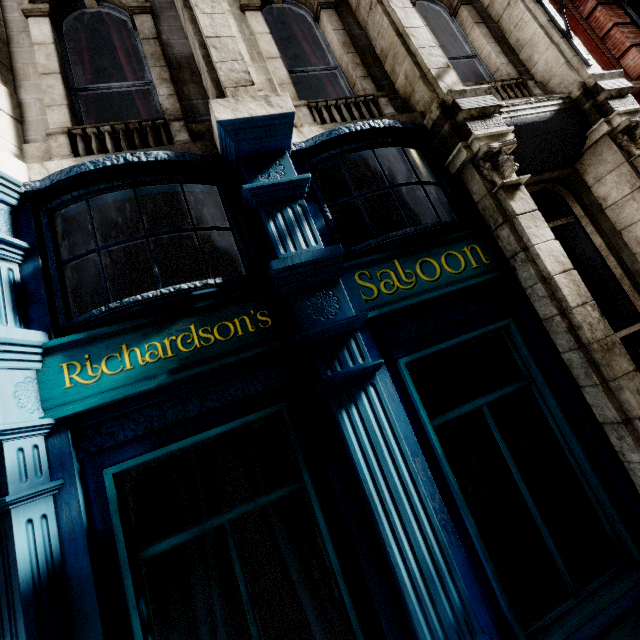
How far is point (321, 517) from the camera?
2.47m
